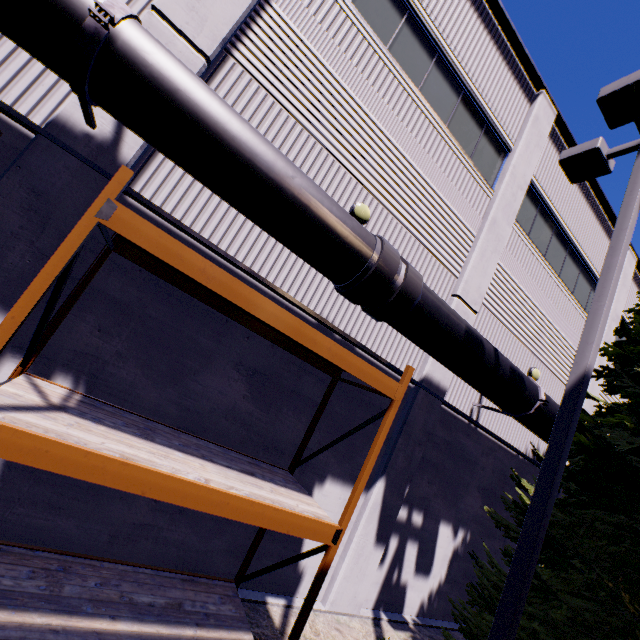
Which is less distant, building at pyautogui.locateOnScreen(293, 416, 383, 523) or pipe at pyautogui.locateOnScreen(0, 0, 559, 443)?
pipe at pyautogui.locateOnScreen(0, 0, 559, 443)

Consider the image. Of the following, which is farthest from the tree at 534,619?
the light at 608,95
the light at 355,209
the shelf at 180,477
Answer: the light at 355,209

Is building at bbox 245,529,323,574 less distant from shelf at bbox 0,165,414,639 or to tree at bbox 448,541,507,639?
shelf at bbox 0,165,414,639

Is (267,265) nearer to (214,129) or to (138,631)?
(214,129)

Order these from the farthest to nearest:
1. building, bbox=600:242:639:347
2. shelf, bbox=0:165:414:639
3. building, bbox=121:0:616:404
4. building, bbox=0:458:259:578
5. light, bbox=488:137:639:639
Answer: building, bbox=600:242:639:347, building, bbox=121:0:616:404, building, bbox=0:458:259:578, light, bbox=488:137:639:639, shelf, bbox=0:165:414:639

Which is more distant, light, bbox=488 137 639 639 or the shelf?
light, bbox=488 137 639 639

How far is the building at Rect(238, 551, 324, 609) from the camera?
5.86m

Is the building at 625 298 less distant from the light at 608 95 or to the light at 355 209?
the light at 355 209
